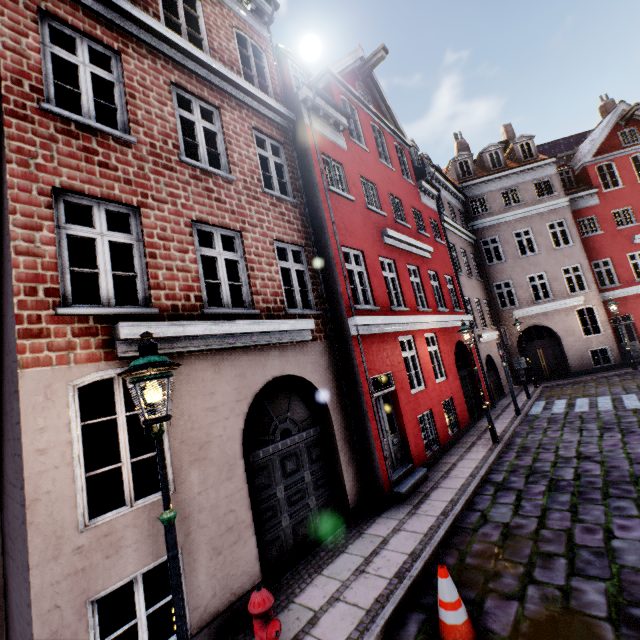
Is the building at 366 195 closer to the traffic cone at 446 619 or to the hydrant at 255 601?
the hydrant at 255 601

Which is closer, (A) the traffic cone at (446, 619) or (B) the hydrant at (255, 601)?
(B) the hydrant at (255, 601)

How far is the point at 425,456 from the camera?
9.2 meters

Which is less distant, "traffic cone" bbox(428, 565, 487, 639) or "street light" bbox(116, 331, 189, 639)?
A: "street light" bbox(116, 331, 189, 639)

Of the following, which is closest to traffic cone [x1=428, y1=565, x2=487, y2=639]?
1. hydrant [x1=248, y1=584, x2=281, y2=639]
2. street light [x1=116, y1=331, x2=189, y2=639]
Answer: hydrant [x1=248, y1=584, x2=281, y2=639]

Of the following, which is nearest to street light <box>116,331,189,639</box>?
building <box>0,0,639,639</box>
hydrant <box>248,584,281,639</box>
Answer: hydrant <box>248,584,281,639</box>

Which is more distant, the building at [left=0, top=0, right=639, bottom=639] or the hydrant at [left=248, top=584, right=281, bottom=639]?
the building at [left=0, top=0, right=639, bottom=639]
